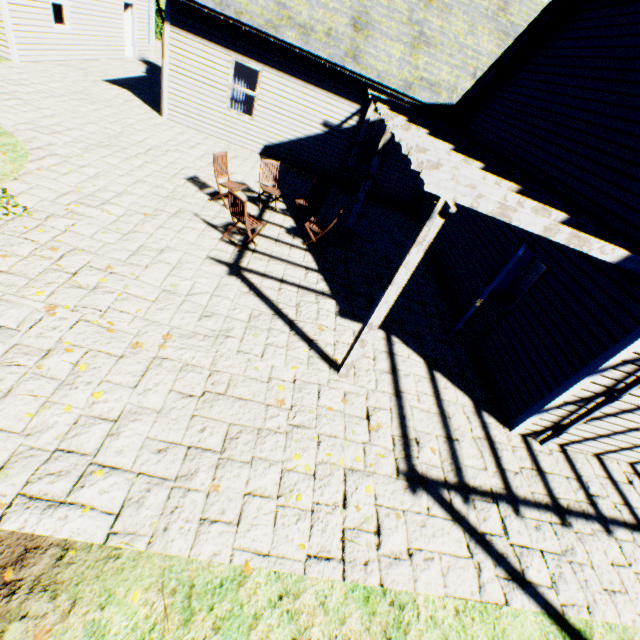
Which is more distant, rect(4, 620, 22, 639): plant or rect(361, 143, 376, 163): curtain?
rect(361, 143, 376, 163): curtain

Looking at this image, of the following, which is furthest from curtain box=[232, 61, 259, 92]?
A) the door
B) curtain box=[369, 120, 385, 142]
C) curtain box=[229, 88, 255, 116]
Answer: the door

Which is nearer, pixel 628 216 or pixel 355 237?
pixel 628 216

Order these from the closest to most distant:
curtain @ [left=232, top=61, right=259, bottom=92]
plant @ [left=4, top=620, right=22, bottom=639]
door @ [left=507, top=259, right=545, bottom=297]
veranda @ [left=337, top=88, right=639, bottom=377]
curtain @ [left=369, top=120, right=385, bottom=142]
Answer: A: plant @ [left=4, top=620, right=22, bottom=639], veranda @ [left=337, top=88, right=639, bottom=377], door @ [left=507, top=259, right=545, bottom=297], curtain @ [left=232, top=61, right=259, bottom=92], curtain @ [left=369, top=120, right=385, bottom=142]

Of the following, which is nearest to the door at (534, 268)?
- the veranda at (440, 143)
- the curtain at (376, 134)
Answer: the veranda at (440, 143)

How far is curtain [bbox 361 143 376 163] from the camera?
12.1 meters

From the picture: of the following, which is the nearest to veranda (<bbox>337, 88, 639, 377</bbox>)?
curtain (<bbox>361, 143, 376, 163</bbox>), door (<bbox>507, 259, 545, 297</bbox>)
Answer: curtain (<bbox>361, 143, 376, 163</bbox>)

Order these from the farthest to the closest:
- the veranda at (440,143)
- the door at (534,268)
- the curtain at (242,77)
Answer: the curtain at (242,77) < the door at (534,268) < the veranda at (440,143)
